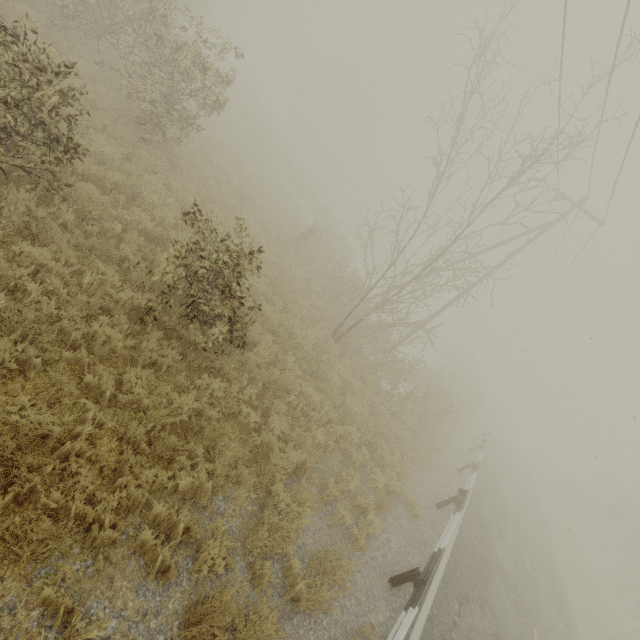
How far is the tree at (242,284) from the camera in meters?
5.7 m

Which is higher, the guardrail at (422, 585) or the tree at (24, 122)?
the tree at (24, 122)

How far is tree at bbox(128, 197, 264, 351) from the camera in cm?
574

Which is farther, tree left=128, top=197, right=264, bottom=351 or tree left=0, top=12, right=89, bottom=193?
tree left=128, top=197, right=264, bottom=351

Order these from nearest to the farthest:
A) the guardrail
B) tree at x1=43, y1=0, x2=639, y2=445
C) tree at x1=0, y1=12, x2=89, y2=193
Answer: tree at x1=0, y1=12, x2=89, y2=193
the guardrail
tree at x1=43, y1=0, x2=639, y2=445

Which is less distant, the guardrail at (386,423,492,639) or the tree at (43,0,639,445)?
the guardrail at (386,423,492,639)

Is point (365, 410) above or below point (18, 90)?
below
